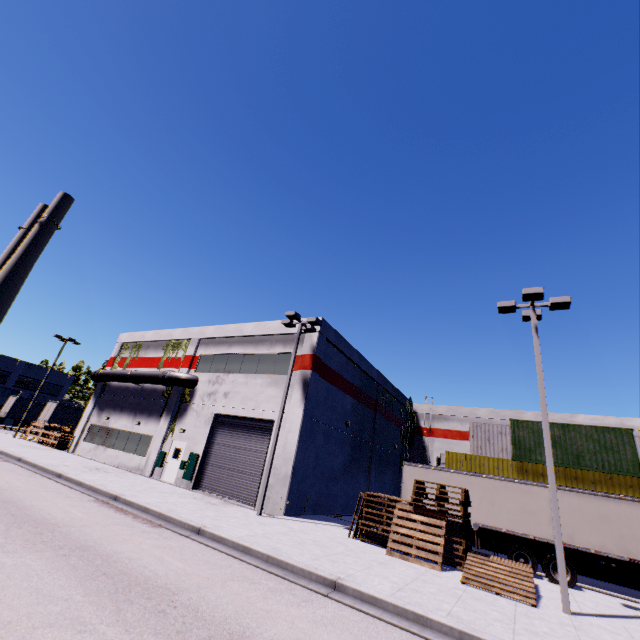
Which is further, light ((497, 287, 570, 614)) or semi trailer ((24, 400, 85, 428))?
semi trailer ((24, 400, 85, 428))

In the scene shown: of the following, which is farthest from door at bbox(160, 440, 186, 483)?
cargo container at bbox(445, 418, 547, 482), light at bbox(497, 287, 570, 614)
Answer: light at bbox(497, 287, 570, 614)

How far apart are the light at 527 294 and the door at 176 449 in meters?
19.6

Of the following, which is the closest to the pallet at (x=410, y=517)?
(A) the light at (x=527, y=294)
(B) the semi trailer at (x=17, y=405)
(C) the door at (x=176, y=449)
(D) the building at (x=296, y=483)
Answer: (B) the semi trailer at (x=17, y=405)

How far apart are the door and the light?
19.6 meters

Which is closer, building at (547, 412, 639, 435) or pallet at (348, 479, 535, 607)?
pallet at (348, 479, 535, 607)

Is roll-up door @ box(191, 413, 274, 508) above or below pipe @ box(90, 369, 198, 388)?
below

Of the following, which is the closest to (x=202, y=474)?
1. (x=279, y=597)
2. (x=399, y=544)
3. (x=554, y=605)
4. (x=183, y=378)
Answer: (x=183, y=378)
